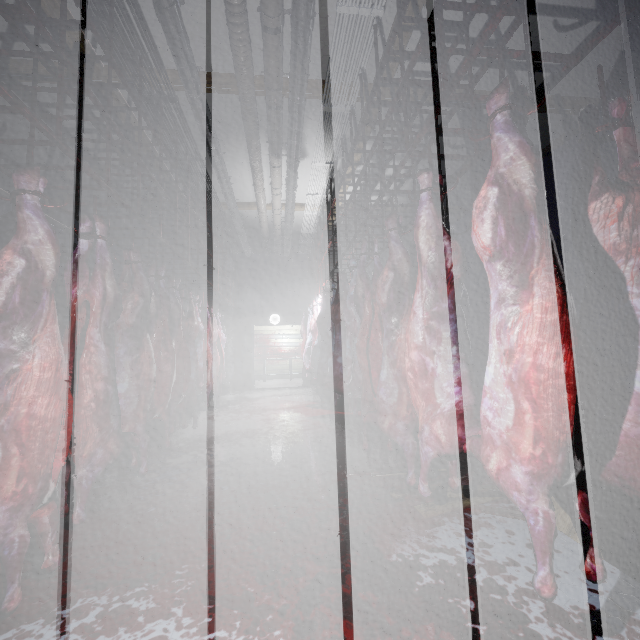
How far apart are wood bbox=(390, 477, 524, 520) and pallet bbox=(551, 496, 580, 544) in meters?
0.1 m

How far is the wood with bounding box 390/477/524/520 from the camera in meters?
2.1 m

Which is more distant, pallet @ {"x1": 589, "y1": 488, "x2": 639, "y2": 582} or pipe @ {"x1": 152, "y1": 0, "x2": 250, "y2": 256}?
pipe @ {"x1": 152, "y1": 0, "x2": 250, "y2": 256}

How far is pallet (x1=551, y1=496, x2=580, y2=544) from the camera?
1.7m

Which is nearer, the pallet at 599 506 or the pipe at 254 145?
the pallet at 599 506

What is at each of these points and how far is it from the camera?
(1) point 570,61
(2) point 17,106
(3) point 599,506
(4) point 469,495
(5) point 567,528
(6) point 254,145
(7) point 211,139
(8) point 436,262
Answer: (1) rig, 1.5m
(2) rig, 1.5m
(3) pallet, 1.6m
(4) wood, 2.3m
(5) pallet, 1.7m
(6) pipe, 4.6m
(7) pipe, 4.4m
(8) meat, 1.8m

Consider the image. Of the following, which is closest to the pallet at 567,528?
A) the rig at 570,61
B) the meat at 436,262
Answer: the meat at 436,262

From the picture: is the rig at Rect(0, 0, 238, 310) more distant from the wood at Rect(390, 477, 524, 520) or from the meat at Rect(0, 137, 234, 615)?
the wood at Rect(390, 477, 524, 520)
